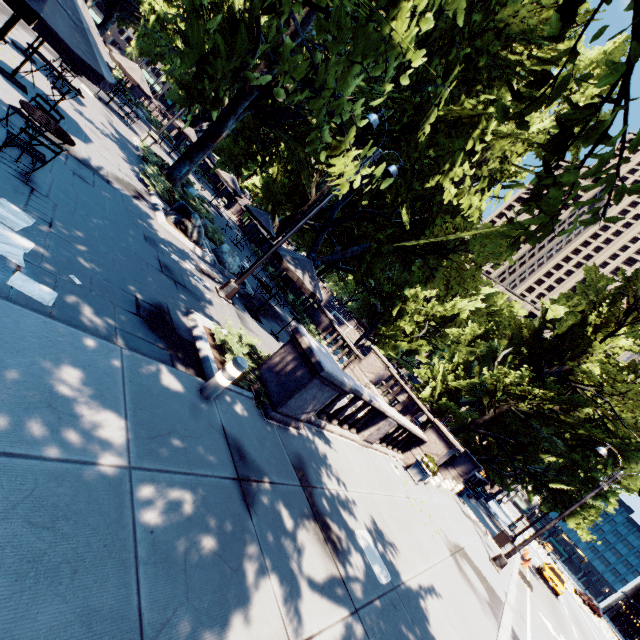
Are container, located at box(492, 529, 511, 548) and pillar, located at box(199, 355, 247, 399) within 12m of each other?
no

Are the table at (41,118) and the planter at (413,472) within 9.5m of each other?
no

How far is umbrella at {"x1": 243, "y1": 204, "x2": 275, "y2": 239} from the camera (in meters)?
20.03

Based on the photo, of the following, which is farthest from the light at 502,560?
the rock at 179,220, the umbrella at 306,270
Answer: the rock at 179,220

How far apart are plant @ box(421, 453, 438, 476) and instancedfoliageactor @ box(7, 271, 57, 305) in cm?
1327

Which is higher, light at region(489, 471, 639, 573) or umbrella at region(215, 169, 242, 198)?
umbrella at region(215, 169, 242, 198)

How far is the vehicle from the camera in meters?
26.7

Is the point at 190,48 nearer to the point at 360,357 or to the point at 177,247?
the point at 177,247
